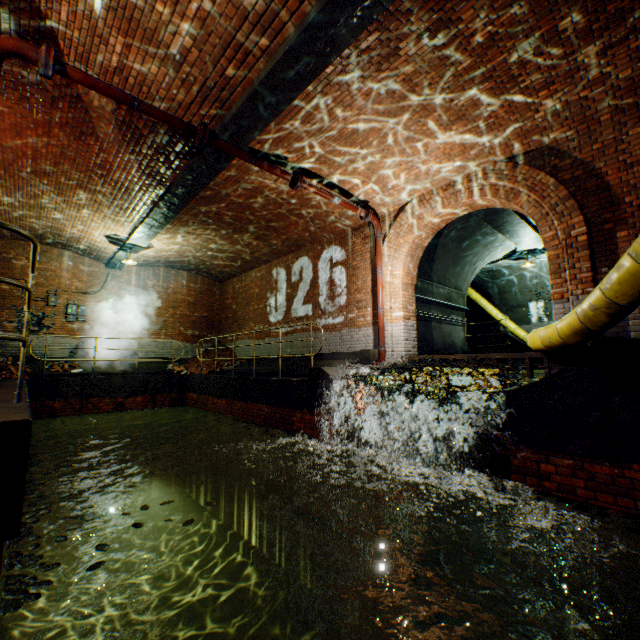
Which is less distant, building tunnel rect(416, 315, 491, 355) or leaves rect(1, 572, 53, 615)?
leaves rect(1, 572, 53, 615)

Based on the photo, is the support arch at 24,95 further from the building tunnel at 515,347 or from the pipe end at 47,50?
the building tunnel at 515,347

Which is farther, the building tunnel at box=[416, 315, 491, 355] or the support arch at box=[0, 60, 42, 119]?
the building tunnel at box=[416, 315, 491, 355]

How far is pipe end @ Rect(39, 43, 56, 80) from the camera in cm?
398

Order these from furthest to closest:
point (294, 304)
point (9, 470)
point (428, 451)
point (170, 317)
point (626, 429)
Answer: point (170, 317) → point (294, 304) → point (428, 451) → point (626, 429) → point (9, 470)

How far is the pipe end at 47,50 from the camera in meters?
4.0

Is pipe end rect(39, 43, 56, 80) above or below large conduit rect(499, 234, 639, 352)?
above
